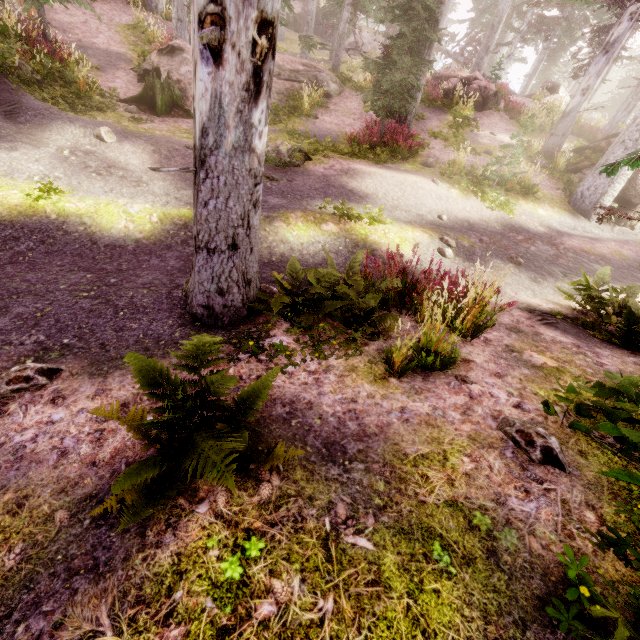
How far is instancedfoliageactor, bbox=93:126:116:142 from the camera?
8.1m

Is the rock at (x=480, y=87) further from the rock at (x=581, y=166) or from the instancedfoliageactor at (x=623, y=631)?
the rock at (x=581, y=166)

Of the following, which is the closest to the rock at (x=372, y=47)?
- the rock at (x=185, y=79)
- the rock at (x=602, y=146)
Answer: the rock at (x=185, y=79)

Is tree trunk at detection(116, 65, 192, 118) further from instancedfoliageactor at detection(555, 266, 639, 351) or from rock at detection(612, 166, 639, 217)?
rock at detection(612, 166, 639, 217)

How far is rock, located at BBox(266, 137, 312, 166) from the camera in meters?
9.6 m

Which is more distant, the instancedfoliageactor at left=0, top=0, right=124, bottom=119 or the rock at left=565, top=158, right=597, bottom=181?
the rock at left=565, top=158, right=597, bottom=181

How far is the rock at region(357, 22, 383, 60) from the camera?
34.87m

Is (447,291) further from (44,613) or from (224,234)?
(44,613)
